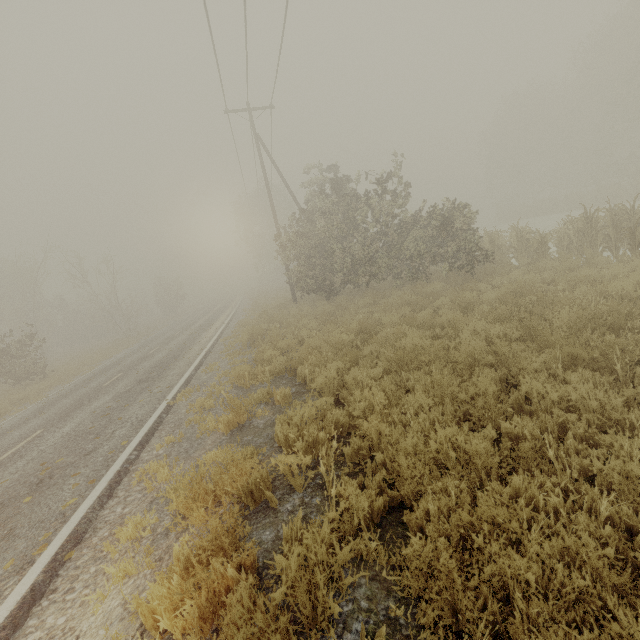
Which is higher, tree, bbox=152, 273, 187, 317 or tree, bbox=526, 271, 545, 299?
tree, bbox=152, 273, 187, 317

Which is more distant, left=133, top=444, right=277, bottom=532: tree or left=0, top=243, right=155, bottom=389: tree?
left=0, top=243, right=155, bottom=389: tree

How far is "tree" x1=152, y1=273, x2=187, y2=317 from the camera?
44.91m

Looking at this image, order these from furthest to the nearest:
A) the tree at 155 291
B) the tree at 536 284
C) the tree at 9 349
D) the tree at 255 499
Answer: the tree at 155 291 → the tree at 9 349 → the tree at 536 284 → the tree at 255 499

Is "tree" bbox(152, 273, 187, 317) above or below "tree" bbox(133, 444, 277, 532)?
above

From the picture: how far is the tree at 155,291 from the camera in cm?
4491

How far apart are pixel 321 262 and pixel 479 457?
14.8 meters
